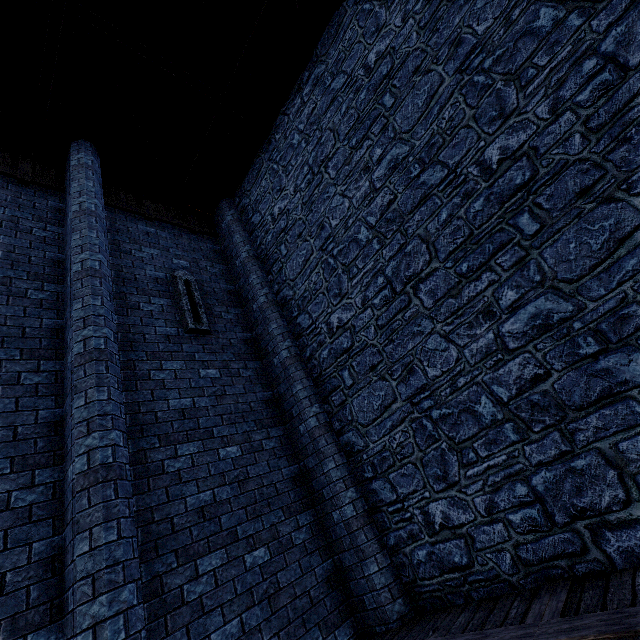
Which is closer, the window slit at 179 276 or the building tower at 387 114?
the building tower at 387 114

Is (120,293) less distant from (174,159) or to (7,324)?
(7,324)

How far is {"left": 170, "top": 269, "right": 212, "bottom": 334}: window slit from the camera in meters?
6.4 m

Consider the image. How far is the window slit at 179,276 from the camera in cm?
636

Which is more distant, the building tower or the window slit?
the window slit
